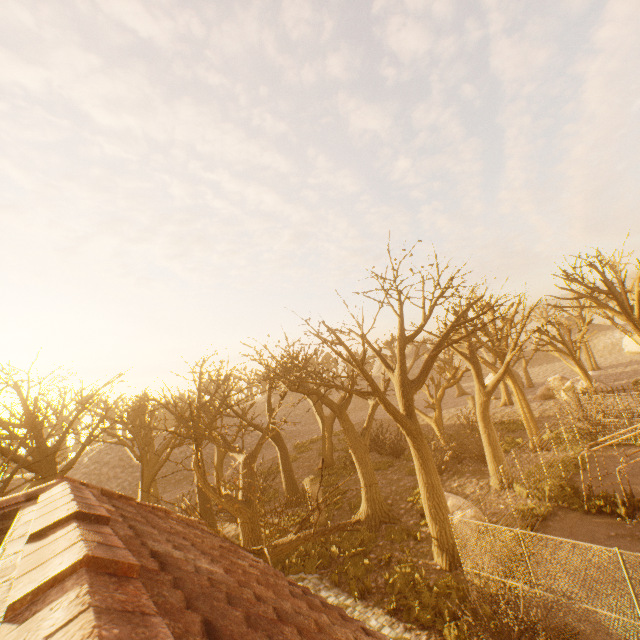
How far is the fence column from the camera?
17.5m

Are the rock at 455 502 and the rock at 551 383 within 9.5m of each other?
no

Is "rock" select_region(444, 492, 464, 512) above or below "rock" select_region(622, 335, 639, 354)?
below

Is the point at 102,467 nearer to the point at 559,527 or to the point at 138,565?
the point at 559,527

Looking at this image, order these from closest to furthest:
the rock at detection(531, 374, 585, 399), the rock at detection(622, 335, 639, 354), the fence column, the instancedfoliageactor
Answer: the instancedfoliageactor < the fence column < the rock at detection(531, 374, 585, 399) < the rock at detection(622, 335, 639, 354)

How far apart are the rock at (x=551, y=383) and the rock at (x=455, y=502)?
24.7 meters

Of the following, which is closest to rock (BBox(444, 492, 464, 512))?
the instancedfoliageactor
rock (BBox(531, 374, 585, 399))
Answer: the instancedfoliageactor

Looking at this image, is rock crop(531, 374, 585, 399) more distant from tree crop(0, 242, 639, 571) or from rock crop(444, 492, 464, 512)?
rock crop(444, 492, 464, 512)
